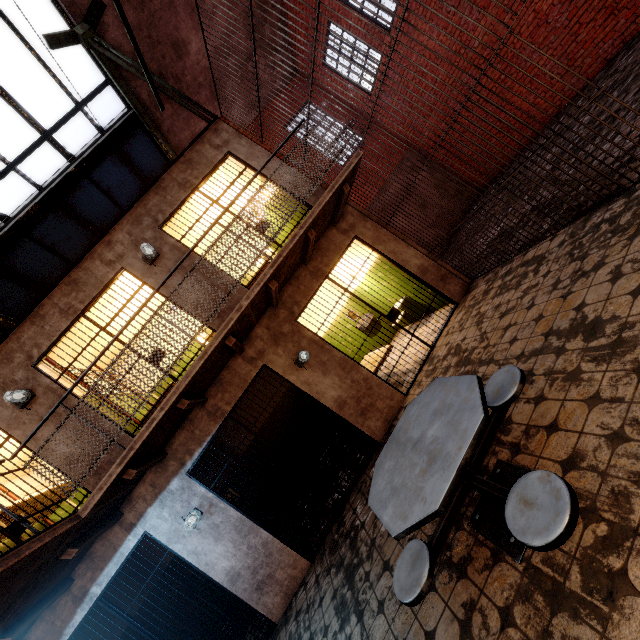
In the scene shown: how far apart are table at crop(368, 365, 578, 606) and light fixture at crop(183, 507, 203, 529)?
3.34m

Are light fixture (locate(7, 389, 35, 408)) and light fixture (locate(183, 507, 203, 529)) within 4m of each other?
yes

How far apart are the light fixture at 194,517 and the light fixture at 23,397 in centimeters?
291cm

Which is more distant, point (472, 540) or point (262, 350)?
point (262, 350)

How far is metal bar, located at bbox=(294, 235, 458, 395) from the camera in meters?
5.7 m

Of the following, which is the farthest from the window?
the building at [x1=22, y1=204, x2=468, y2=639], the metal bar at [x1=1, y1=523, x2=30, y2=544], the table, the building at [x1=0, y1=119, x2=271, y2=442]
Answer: the table

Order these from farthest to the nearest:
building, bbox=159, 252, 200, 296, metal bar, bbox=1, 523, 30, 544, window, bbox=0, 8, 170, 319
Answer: window, bbox=0, 8, 170, 319, building, bbox=159, 252, 200, 296, metal bar, bbox=1, 523, 30, 544

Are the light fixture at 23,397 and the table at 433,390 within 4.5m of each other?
no
